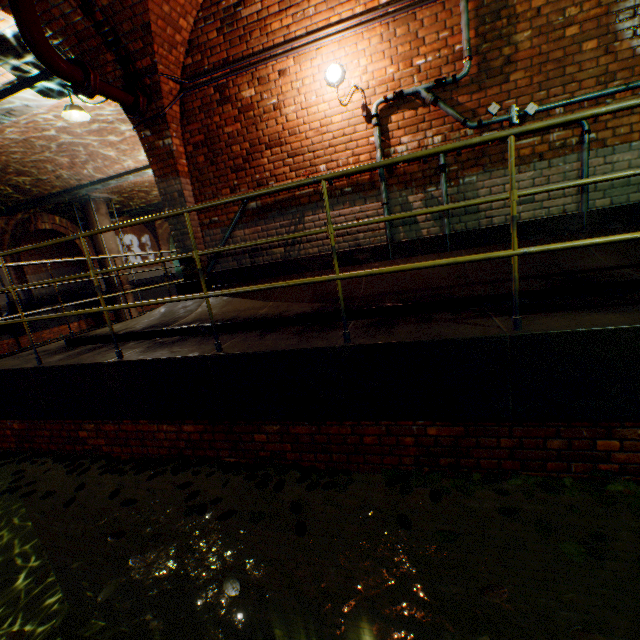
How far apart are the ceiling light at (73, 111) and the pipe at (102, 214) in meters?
10.5 m

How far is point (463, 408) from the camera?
2.5m

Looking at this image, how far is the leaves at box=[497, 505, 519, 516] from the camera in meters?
2.2

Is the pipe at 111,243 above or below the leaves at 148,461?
above

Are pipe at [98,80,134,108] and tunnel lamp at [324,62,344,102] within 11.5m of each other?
yes

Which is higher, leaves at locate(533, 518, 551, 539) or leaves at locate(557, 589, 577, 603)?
leaves at locate(533, 518, 551, 539)

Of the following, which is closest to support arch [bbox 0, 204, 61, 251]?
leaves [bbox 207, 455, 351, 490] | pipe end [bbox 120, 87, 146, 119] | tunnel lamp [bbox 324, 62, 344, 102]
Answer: pipe end [bbox 120, 87, 146, 119]

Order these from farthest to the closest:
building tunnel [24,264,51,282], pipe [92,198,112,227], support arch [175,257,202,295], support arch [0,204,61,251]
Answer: building tunnel [24,264,51,282], pipe [92,198,112,227], support arch [0,204,61,251], support arch [175,257,202,295]
